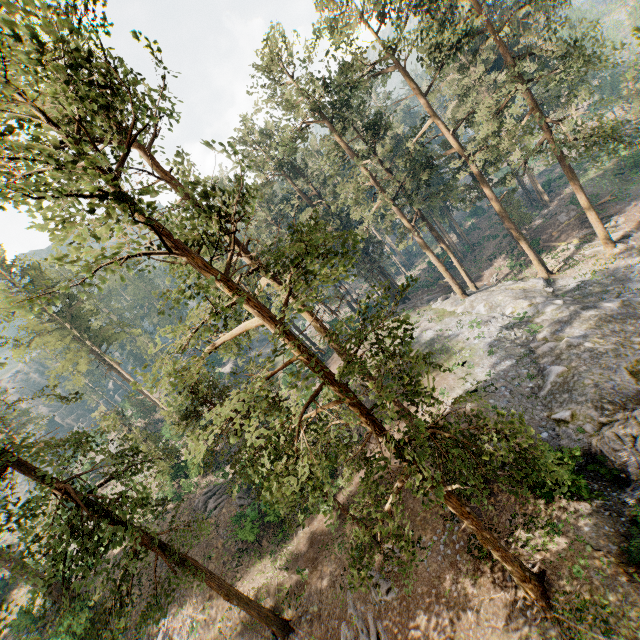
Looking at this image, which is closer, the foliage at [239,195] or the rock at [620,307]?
the foliage at [239,195]

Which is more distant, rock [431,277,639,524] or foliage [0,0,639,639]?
rock [431,277,639,524]

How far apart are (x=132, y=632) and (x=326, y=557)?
17.1 meters

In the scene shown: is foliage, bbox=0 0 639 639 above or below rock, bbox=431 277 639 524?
above

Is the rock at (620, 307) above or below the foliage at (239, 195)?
below
